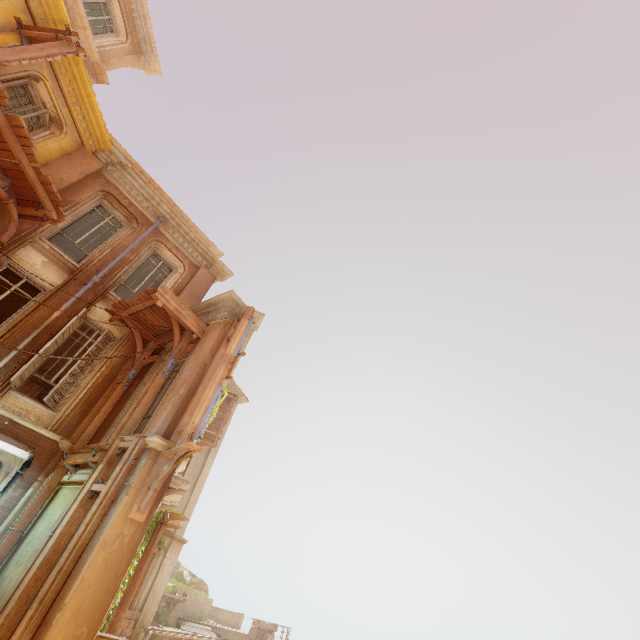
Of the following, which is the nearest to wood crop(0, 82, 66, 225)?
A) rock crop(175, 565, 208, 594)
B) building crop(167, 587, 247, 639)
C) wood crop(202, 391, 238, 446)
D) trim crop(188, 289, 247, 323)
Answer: trim crop(188, 289, 247, 323)

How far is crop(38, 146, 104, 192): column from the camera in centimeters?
973cm

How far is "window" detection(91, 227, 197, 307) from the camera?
10.5m

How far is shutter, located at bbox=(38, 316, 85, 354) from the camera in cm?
838

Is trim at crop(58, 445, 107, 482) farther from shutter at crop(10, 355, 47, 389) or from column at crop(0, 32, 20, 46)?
column at crop(0, 32, 20, 46)

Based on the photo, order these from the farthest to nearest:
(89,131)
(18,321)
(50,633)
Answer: (89,131), (18,321), (50,633)

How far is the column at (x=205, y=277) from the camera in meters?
12.3 m

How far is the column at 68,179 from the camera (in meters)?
9.73
